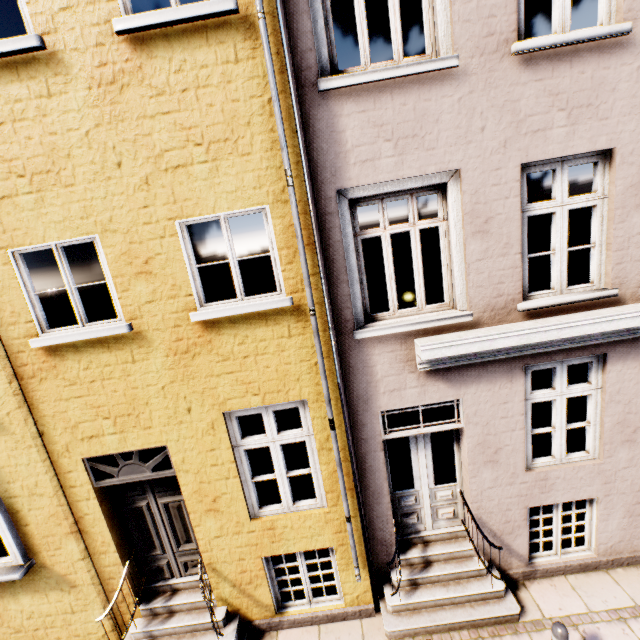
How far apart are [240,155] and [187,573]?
6.16m
